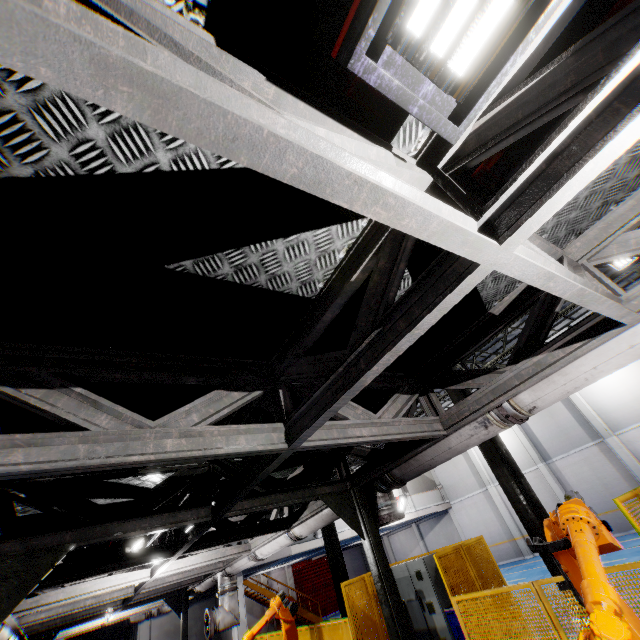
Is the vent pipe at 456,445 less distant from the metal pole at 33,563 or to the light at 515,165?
the light at 515,165

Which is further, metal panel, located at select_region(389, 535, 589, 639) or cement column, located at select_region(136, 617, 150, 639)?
cement column, located at select_region(136, 617, 150, 639)

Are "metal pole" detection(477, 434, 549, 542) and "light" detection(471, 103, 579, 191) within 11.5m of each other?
yes

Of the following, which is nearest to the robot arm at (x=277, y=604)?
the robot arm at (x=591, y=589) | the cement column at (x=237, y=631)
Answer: the robot arm at (x=591, y=589)

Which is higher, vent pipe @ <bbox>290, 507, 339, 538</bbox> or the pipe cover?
vent pipe @ <bbox>290, 507, 339, 538</bbox>

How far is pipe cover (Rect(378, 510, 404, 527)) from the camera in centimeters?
437cm

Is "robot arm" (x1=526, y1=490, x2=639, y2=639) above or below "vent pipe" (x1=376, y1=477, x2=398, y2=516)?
below

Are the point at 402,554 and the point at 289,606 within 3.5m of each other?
no
